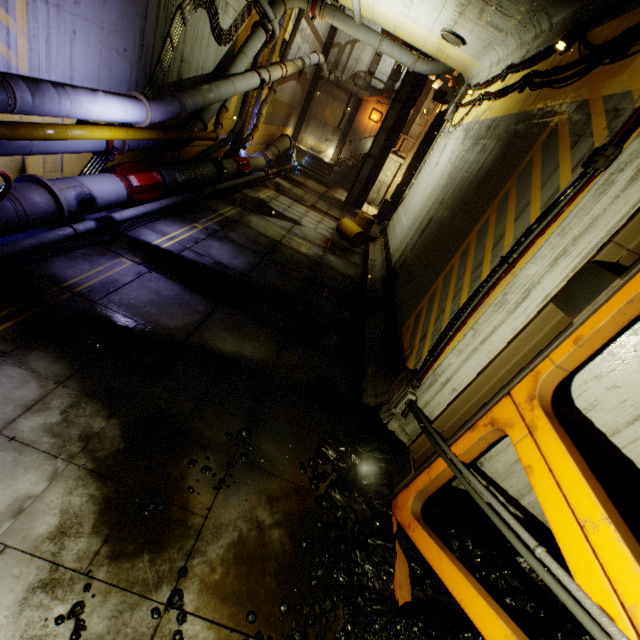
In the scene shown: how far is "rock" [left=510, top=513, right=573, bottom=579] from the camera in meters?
3.5 m

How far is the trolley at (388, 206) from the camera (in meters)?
18.79

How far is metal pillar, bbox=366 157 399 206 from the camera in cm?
2305

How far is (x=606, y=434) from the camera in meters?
3.3 m

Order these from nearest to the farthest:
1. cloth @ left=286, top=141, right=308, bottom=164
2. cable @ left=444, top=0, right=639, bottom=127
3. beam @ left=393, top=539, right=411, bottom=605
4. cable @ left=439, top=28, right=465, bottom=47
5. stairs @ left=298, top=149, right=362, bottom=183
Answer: beam @ left=393, top=539, right=411, bottom=605
cable @ left=444, top=0, right=639, bottom=127
cable @ left=439, top=28, right=465, bottom=47
cloth @ left=286, top=141, right=308, bottom=164
stairs @ left=298, top=149, right=362, bottom=183

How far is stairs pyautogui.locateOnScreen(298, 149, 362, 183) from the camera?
22.41m

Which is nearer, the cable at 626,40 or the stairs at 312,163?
the cable at 626,40

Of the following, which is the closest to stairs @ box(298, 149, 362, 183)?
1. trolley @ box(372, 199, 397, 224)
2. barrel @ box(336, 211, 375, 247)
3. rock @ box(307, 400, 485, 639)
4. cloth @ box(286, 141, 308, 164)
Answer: cloth @ box(286, 141, 308, 164)
